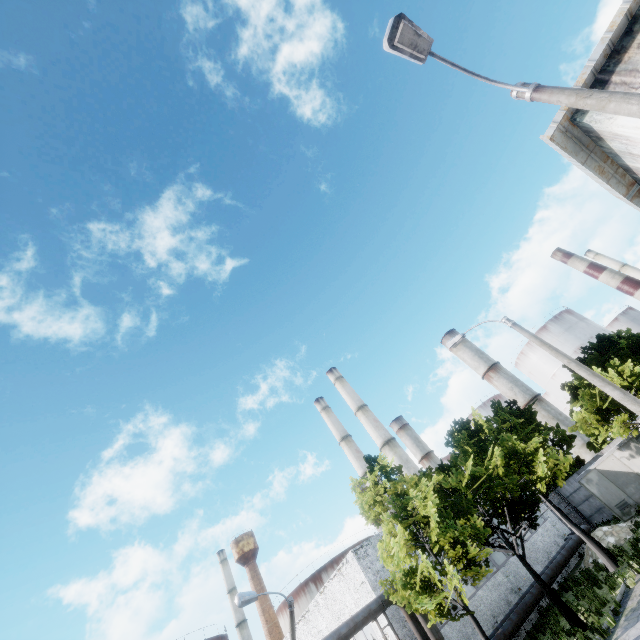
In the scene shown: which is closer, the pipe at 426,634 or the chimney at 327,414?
the pipe at 426,634

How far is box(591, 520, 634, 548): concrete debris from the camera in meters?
19.7 m

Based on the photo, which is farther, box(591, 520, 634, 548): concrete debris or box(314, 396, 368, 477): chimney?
box(314, 396, 368, 477): chimney

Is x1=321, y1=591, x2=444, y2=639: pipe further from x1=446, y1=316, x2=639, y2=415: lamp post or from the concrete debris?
x1=446, y1=316, x2=639, y2=415: lamp post

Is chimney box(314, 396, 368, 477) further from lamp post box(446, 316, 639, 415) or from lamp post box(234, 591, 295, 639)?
lamp post box(446, 316, 639, 415)

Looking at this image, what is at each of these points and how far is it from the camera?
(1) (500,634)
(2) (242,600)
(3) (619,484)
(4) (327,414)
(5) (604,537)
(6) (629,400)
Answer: (1) pipe, 16.16m
(2) lamp post, 12.66m
(3) fuse box, 23.00m
(4) chimney, 53.59m
(5) concrete debris, 20.31m
(6) lamp post, 9.66m

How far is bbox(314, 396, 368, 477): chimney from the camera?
47.3m

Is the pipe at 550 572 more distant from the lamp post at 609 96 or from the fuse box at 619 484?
the lamp post at 609 96
